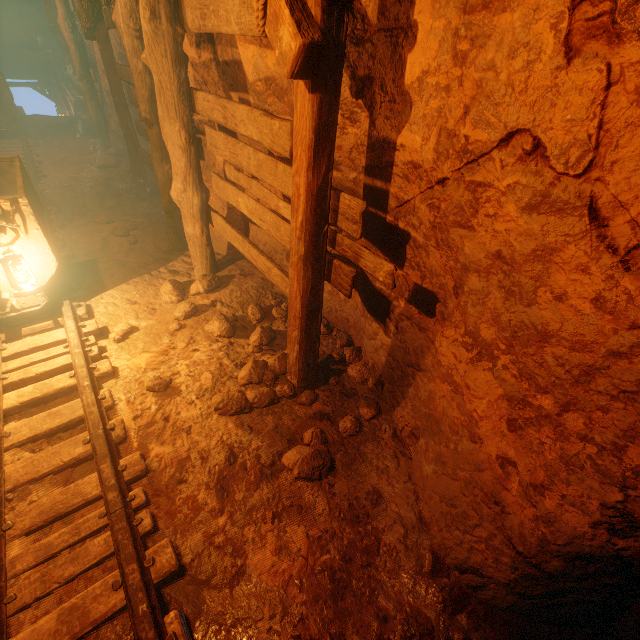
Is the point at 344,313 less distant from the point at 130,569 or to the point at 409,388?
the point at 409,388

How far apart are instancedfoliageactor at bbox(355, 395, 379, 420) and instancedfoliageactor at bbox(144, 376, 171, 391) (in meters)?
1.75

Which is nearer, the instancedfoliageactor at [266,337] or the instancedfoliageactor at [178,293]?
the instancedfoliageactor at [266,337]

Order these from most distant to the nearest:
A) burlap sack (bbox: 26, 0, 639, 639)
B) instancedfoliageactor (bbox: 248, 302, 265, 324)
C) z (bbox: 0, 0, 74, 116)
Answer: z (bbox: 0, 0, 74, 116) < instancedfoliageactor (bbox: 248, 302, 265, 324) < burlap sack (bbox: 26, 0, 639, 639)

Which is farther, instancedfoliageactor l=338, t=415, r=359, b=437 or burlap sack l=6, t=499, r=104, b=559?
instancedfoliageactor l=338, t=415, r=359, b=437

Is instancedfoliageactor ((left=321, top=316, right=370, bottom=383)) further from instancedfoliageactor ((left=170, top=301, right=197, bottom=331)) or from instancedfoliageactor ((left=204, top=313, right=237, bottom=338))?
instancedfoliageactor ((left=170, top=301, right=197, bottom=331))

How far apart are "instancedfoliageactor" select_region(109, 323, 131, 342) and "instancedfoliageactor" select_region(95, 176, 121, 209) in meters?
4.1 m

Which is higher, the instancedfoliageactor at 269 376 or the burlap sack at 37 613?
the instancedfoliageactor at 269 376
